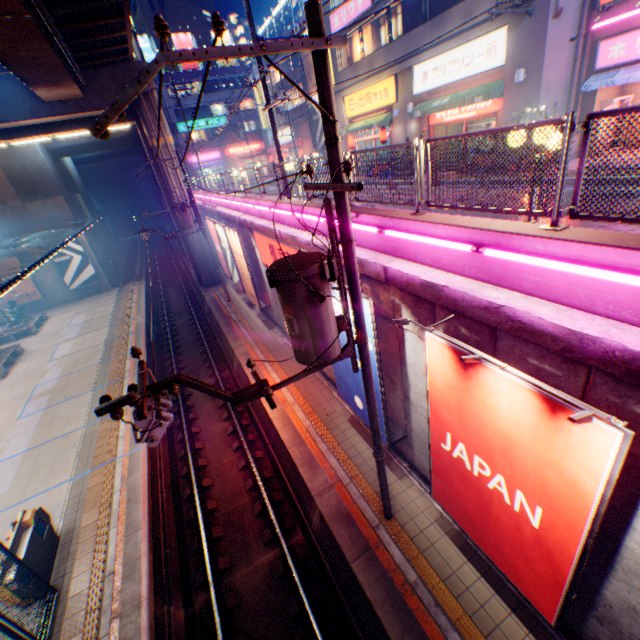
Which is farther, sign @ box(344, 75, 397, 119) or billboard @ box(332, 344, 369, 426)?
sign @ box(344, 75, 397, 119)

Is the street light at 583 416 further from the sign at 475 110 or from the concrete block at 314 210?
the sign at 475 110

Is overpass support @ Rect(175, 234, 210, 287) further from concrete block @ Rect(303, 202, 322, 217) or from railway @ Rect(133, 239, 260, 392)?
concrete block @ Rect(303, 202, 322, 217)

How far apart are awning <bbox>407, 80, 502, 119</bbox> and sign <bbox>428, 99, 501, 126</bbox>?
0.1m

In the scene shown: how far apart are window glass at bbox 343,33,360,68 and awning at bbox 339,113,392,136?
3.2m

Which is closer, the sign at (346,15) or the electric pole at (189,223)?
the sign at (346,15)

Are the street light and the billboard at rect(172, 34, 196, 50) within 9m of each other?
no

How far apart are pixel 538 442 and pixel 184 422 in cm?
1377
